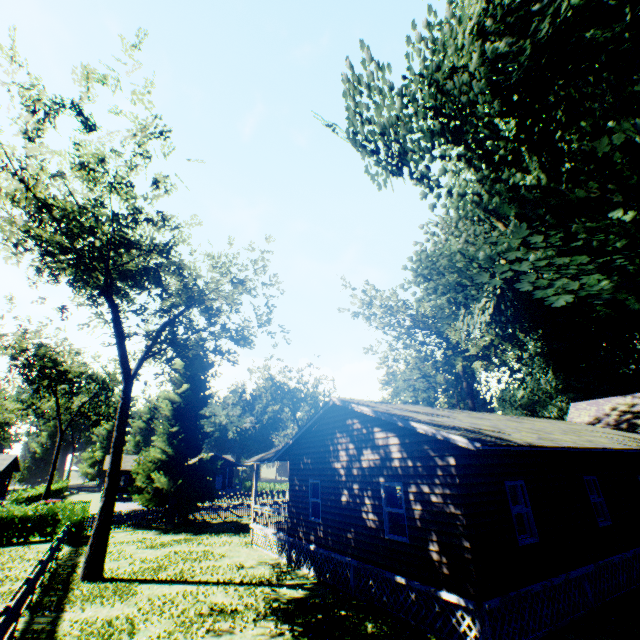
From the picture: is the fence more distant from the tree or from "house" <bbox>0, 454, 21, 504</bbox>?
"house" <bbox>0, 454, 21, 504</bbox>

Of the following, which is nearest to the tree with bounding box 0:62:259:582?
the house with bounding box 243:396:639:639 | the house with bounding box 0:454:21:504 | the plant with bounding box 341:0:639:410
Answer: the plant with bounding box 341:0:639:410

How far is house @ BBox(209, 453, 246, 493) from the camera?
53.97m

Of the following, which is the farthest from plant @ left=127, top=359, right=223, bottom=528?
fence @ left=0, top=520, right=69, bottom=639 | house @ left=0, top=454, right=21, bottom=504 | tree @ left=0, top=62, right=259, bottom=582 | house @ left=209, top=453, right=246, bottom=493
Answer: house @ left=0, top=454, right=21, bottom=504

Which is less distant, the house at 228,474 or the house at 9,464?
the house at 9,464

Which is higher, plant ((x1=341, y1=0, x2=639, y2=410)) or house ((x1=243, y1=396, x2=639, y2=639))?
plant ((x1=341, y1=0, x2=639, y2=410))

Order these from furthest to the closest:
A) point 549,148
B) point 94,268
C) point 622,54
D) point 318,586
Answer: point 94,268, point 318,586, point 549,148, point 622,54

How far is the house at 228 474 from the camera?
54.0m
